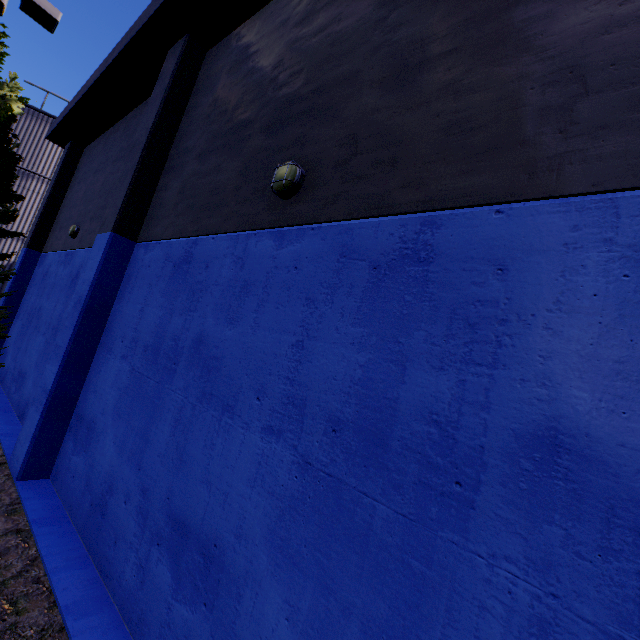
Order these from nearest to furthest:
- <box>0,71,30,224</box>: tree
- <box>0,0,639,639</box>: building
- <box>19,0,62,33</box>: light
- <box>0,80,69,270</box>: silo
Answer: <box>0,0,639,639</box>: building → <box>19,0,62,33</box>: light → <box>0,71,30,224</box>: tree → <box>0,80,69,270</box>: silo

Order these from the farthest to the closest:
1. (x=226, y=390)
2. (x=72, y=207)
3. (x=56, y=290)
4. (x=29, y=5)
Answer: (x=72, y=207)
(x=56, y=290)
(x=29, y=5)
(x=226, y=390)

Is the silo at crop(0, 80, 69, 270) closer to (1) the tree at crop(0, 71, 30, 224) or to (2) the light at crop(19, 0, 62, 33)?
(1) the tree at crop(0, 71, 30, 224)

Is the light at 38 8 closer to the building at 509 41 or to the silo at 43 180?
the building at 509 41

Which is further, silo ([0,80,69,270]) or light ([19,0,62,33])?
silo ([0,80,69,270])

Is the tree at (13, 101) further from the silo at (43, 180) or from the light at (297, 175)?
the light at (297, 175)

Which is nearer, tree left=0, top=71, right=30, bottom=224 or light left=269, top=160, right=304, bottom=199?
light left=269, top=160, right=304, bottom=199

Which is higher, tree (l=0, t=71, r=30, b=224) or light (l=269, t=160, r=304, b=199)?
tree (l=0, t=71, r=30, b=224)
